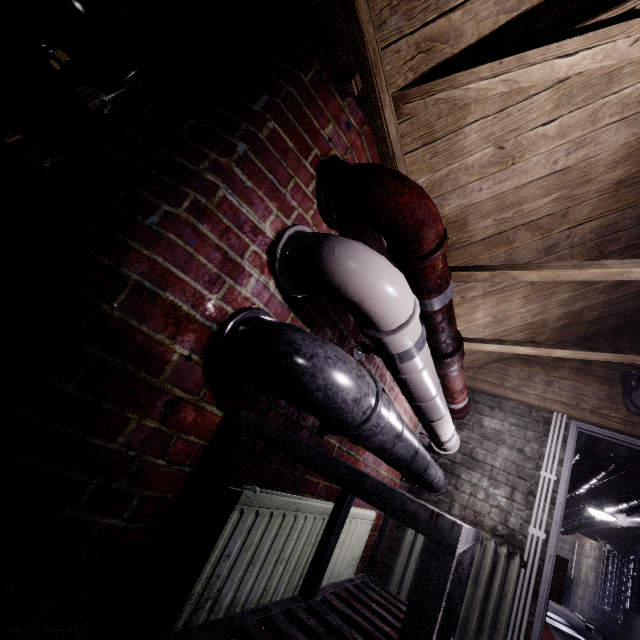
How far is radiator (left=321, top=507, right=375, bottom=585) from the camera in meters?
1.8

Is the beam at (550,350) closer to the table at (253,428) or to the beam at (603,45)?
the beam at (603,45)

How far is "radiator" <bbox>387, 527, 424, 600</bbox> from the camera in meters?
2.5

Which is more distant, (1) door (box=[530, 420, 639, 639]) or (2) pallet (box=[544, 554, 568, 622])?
(2) pallet (box=[544, 554, 568, 622])

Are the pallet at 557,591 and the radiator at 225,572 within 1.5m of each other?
no

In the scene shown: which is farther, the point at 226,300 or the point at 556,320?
the point at 556,320

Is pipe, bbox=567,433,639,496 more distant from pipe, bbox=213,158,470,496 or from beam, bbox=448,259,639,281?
pipe, bbox=213,158,470,496

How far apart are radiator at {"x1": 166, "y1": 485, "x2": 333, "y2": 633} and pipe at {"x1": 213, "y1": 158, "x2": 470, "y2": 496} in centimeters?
49cm
